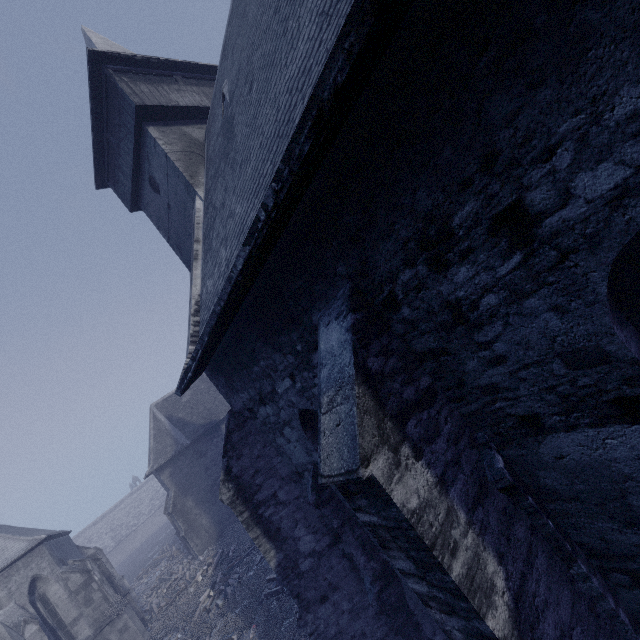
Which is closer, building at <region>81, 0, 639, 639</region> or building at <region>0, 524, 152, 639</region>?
building at <region>81, 0, 639, 639</region>

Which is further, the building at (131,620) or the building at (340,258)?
the building at (131,620)

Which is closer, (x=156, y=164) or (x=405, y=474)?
(x=405, y=474)
